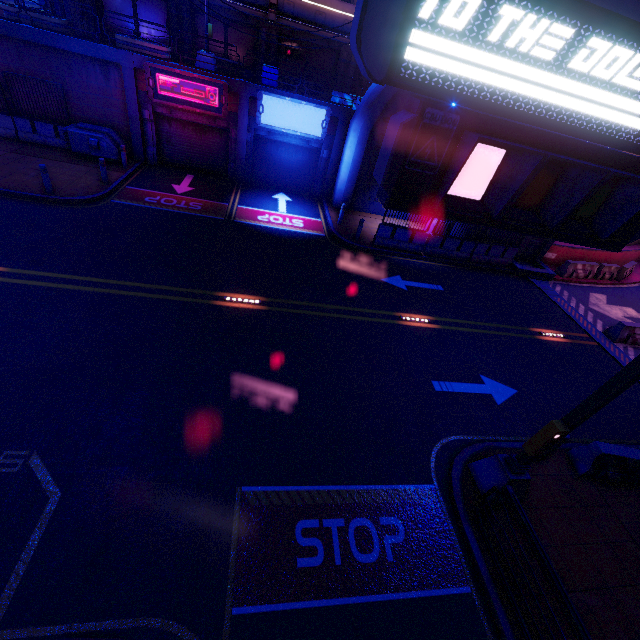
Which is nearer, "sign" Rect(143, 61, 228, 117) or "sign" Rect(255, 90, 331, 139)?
"sign" Rect(143, 61, 228, 117)

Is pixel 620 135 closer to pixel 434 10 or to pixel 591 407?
pixel 434 10

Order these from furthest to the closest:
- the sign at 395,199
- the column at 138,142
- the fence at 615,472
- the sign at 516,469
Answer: the column at 138,142, the fence at 615,472, the sign at 516,469, the sign at 395,199

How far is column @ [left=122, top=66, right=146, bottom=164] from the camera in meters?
15.1 m

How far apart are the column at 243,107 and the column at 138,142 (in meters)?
4.72

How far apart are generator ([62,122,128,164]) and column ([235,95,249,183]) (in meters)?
5.33

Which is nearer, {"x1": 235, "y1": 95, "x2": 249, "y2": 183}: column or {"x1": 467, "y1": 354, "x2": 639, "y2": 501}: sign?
{"x1": 467, "y1": 354, "x2": 639, "y2": 501}: sign

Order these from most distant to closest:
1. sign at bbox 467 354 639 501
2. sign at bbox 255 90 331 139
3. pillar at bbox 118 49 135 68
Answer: sign at bbox 255 90 331 139 < pillar at bbox 118 49 135 68 < sign at bbox 467 354 639 501
